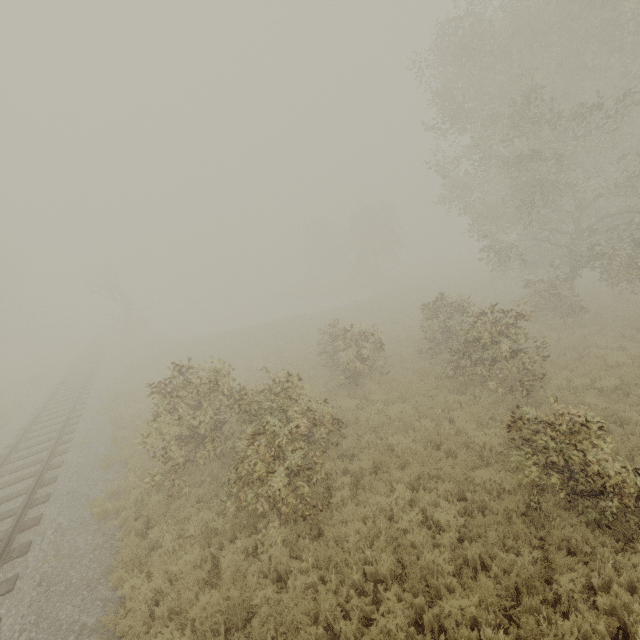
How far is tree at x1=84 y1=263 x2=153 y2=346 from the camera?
33.0 meters

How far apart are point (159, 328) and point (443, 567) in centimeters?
4899cm

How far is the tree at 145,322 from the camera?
33.0m
